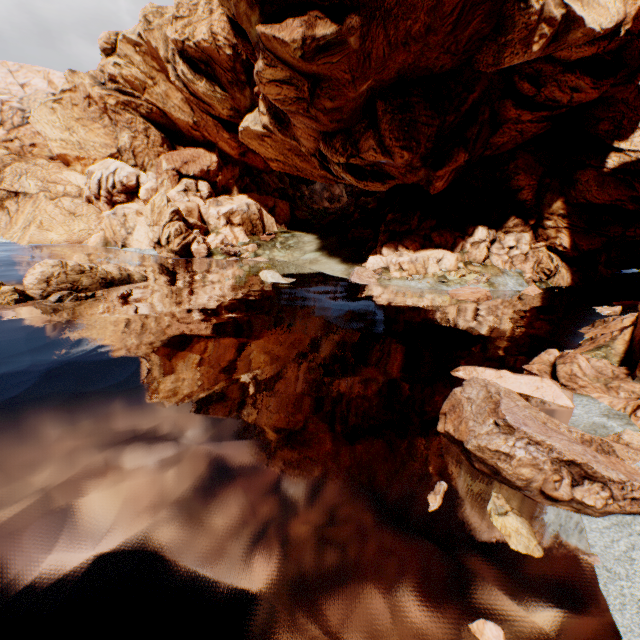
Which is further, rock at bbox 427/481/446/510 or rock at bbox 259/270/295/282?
rock at bbox 259/270/295/282

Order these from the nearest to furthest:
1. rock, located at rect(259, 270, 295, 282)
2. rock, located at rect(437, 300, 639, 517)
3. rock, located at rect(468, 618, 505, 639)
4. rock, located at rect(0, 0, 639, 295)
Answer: rock, located at rect(468, 618, 505, 639) < rock, located at rect(437, 300, 639, 517) < rock, located at rect(0, 0, 639, 295) < rock, located at rect(259, 270, 295, 282)

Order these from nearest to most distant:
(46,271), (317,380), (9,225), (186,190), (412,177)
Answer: (317,380) → (46,271) → (412,177) → (186,190) → (9,225)

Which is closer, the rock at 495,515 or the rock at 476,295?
the rock at 495,515

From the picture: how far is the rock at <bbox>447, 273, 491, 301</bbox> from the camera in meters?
30.4 m

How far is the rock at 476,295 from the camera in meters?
30.4
